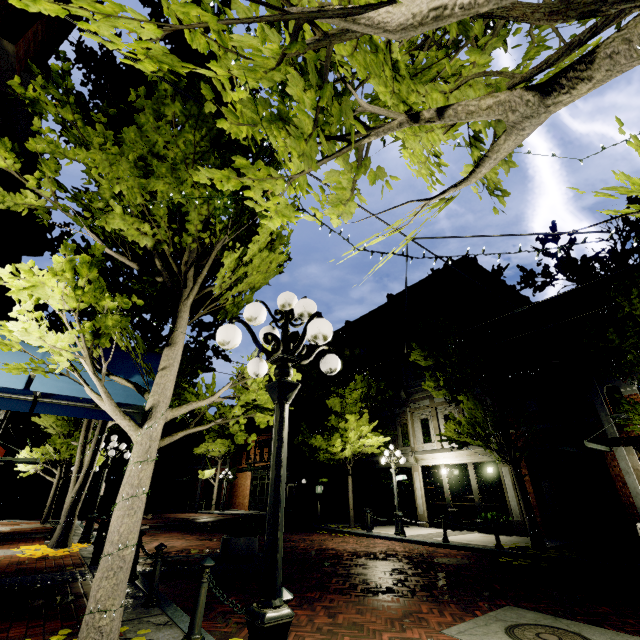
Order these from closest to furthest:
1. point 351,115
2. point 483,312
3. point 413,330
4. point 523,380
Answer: point 351,115, point 523,380, point 483,312, point 413,330

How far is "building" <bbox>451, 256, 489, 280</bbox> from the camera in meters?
19.3 m

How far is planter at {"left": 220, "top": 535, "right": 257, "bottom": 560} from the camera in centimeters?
856cm

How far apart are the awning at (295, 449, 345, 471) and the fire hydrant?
13.3 meters

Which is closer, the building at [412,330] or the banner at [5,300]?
the banner at [5,300]

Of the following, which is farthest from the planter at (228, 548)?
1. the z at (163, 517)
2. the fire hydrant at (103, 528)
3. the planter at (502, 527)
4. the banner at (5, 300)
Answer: the z at (163, 517)

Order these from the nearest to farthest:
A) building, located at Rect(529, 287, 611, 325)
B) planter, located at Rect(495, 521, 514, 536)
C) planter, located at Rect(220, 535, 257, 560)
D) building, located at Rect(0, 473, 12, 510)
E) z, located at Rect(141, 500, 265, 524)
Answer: planter, located at Rect(220, 535, 257, 560)
planter, located at Rect(495, 521, 514, 536)
building, located at Rect(529, 287, 611, 325)
z, located at Rect(141, 500, 265, 524)
building, located at Rect(0, 473, 12, 510)
